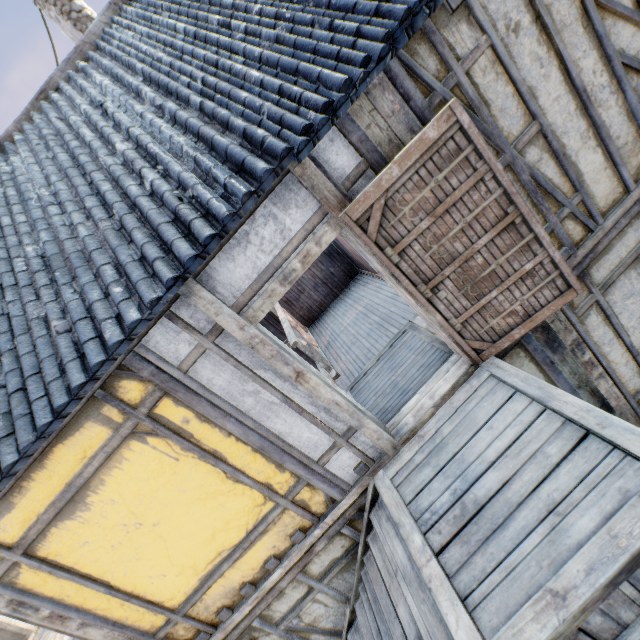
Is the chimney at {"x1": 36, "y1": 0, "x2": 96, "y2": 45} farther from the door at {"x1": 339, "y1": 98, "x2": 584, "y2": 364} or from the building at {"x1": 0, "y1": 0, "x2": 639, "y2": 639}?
the door at {"x1": 339, "y1": 98, "x2": 584, "y2": 364}

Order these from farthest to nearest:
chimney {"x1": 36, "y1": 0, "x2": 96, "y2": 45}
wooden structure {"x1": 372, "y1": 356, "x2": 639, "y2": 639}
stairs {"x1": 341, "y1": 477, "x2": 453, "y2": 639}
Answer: chimney {"x1": 36, "y1": 0, "x2": 96, "y2": 45} → stairs {"x1": 341, "y1": 477, "x2": 453, "y2": 639} → wooden structure {"x1": 372, "y1": 356, "x2": 639, "y2": 639}

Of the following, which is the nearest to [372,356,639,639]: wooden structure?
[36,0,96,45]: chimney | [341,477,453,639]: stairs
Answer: [341,477,453,639]: stairs

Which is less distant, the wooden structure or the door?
the wooden structure

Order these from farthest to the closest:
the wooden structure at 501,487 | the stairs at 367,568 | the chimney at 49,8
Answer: the chimney at 49,8, the stairs at 367,568, the wooden structure at 501,487

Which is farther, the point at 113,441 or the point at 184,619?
the point at 184,619

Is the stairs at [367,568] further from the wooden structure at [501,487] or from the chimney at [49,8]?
the chimney at [49,8]

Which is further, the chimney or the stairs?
the chimney
